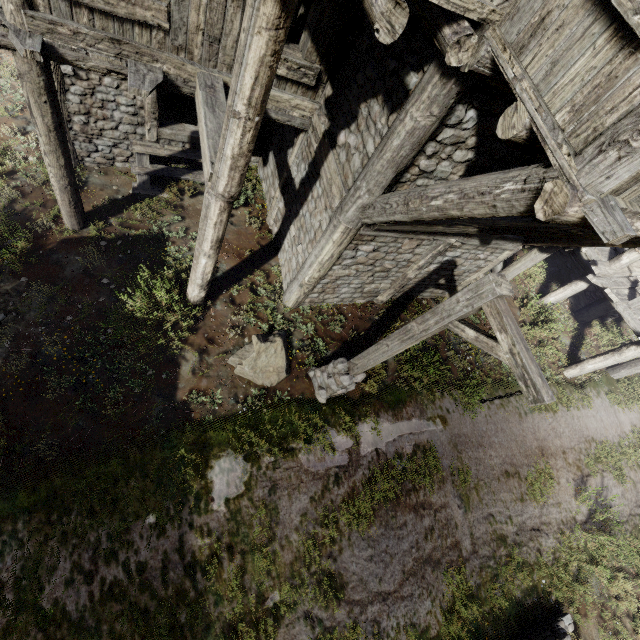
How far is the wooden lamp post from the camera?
3.53m

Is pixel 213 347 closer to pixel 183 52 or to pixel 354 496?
pixel 354 496

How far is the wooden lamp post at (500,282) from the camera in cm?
353

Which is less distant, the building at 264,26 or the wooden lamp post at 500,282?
the building at 264,26

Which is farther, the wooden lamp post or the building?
the wooden lamp post
